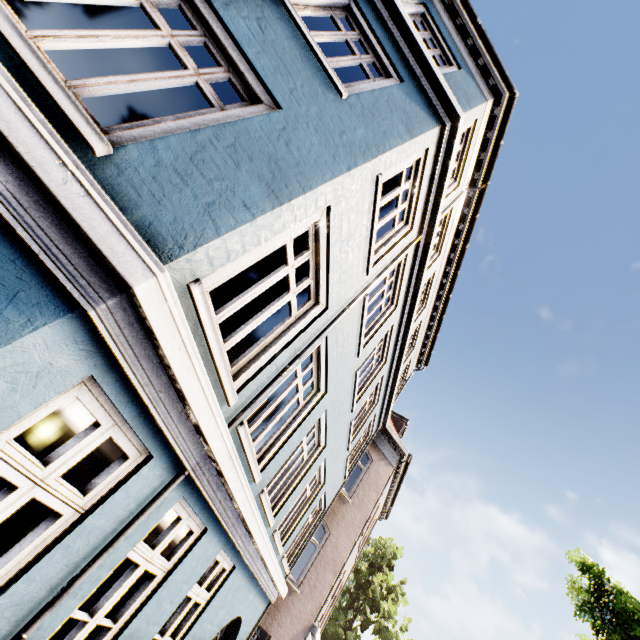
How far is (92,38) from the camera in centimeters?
243cm

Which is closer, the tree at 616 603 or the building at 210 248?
the building at 210 248

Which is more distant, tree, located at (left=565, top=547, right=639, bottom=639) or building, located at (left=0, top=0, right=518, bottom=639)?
tree, located at (left=565, top=547, right=639, bottom=639)
